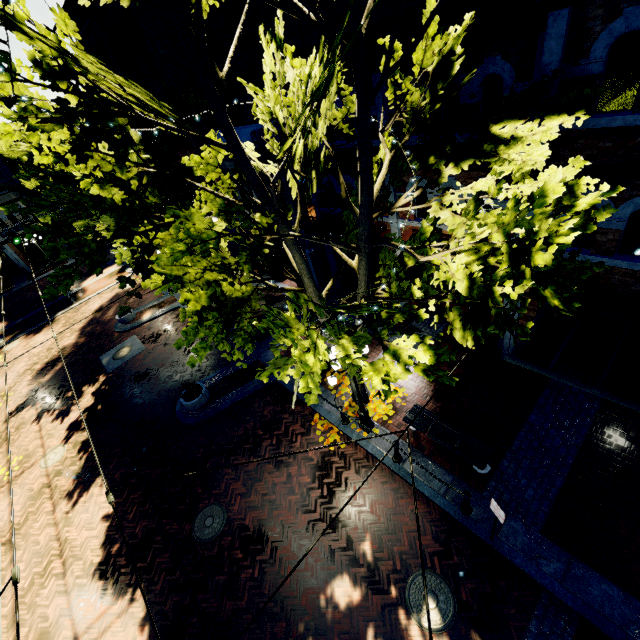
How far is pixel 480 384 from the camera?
10.24m

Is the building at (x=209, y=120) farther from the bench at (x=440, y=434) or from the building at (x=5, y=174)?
the bench at (x=440, y=434)

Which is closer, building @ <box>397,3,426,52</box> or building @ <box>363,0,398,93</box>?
building @ <box>397,3,426,52</box>

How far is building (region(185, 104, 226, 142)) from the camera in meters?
14.0

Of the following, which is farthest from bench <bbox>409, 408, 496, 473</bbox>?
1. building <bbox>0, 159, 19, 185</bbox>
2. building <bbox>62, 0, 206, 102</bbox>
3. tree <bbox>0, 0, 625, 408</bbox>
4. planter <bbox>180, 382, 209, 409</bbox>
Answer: building <bbox>0, 159, 19, 185</bbox>

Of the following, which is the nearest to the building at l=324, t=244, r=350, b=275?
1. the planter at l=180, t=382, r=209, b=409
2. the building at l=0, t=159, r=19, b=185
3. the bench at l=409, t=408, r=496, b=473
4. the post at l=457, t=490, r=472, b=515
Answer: the building at l=0, t=159, r=19, b=185

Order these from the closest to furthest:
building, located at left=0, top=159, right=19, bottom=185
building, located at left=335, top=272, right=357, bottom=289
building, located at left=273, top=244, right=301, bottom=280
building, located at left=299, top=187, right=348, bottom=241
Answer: building, located at left=299, top=187, right=348, bottom=241
building, located at left=335, top=272, right=357, bottom=289
building, located at left=273, top=244, right=301, bottom=280
building, located at left=0, top=159, right=19, bottom=185
